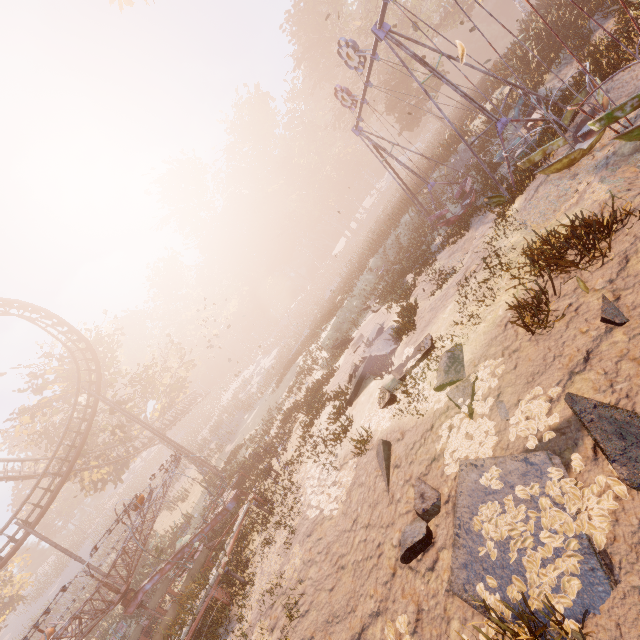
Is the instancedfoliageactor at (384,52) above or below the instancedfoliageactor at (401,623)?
above

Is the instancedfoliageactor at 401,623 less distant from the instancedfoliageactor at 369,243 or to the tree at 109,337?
the instancedfoliageactor at 369,243

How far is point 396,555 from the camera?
5.0m

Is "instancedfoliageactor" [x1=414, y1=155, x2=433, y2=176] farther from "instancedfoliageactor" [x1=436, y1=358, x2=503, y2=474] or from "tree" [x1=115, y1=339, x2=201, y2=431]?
"instancedfoliageactor" [x1=436, y1=358, x2=503, y2=474]

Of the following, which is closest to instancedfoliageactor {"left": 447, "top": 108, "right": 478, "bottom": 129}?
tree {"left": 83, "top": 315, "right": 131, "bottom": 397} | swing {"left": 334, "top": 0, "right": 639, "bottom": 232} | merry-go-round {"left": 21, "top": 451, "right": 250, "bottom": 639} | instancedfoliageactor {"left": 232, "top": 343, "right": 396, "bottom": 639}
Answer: swing {"left": 334, "top": 0, "right": 639, "bottom": 232}

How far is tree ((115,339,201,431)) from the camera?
30.3m

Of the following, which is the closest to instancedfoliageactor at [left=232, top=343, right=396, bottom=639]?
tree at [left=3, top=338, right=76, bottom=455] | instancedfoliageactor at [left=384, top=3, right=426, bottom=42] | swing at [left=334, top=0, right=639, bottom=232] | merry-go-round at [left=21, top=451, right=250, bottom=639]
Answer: merry-go-round at [left=21, top=451, right=250, bottom=639]

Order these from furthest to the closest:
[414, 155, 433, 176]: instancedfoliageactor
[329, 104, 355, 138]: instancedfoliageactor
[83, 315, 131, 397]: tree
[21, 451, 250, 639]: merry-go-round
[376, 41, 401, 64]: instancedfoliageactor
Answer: [329, 104, 355, 138]: instancedfoliageactor → [376, 41, 401, 64]: instancedfoliageactor → [83, 315, 131, 397]: tree → [414, 155, 433, 176]: instancedfoliageactor → [21, 451, 250, 639]: merry-go-round
